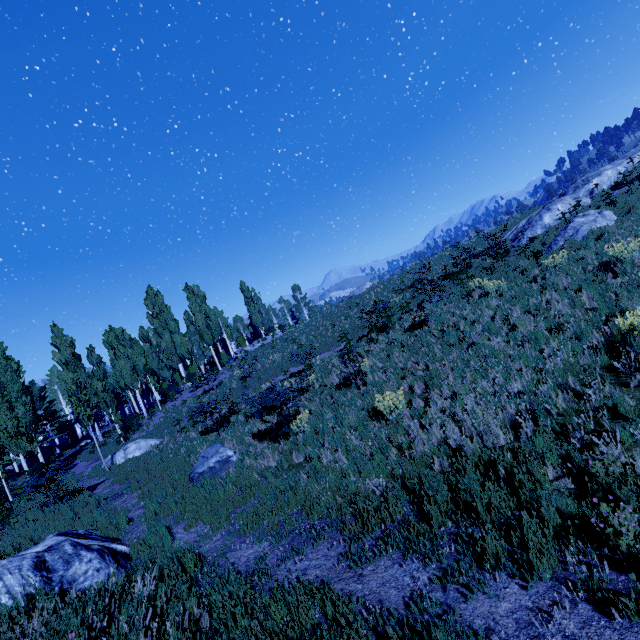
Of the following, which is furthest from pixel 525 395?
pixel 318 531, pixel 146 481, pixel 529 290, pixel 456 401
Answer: pixel 146 481

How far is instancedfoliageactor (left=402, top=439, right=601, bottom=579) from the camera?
3.7 meters

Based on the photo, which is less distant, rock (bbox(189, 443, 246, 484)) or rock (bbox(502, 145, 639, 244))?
rock (bbox(189, 443, 246, 484))

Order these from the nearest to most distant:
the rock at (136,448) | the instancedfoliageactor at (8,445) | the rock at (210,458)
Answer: the instancedfoliageactor at (8,445) < the rock at (210,458) < the rock at (136,448)

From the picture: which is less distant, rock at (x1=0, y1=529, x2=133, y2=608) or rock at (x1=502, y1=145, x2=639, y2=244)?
rock at (x1=0, y1=529, x2=133, y2=608)

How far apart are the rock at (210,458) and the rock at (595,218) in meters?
15.4

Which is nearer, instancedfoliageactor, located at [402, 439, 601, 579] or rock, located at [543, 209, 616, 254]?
instancedfoliageactor, located at [402, 439, 601, 579]

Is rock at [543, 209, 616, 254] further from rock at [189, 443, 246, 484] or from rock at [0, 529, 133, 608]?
rock at [0, 529, 133, 608]
